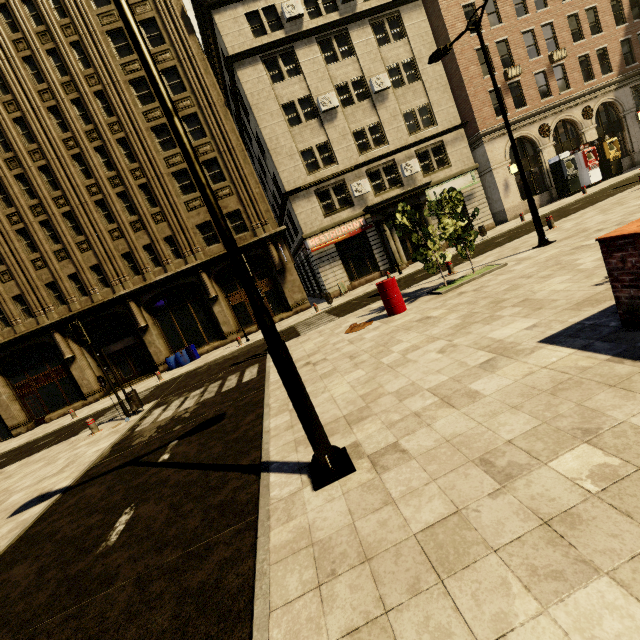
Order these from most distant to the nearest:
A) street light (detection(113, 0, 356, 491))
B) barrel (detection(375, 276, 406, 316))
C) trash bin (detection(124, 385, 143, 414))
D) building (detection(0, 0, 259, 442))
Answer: building (detection(0, 0, 259, 442)) < trash bin (detection(124, 385, 143, 414)) < barrel (detection(375, 276, 406, 316)) < street light (detection(113, 0, 356, 491))

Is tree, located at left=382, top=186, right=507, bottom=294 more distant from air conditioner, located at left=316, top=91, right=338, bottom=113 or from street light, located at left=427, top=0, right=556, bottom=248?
air conditioner, located at left=316, top=91, right=338, bottom=113

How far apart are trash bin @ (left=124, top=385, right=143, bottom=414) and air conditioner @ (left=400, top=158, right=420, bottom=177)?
21.3m

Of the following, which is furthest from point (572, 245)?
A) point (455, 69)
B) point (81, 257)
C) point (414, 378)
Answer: point (81, 257)

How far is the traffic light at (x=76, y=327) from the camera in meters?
11.0

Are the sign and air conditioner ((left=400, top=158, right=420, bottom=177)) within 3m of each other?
yes

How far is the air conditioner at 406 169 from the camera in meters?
22.8

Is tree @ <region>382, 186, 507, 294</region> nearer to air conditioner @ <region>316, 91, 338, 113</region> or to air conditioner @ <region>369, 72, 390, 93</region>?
air conditioner @ <region>316, 91, 338, 113</region>
